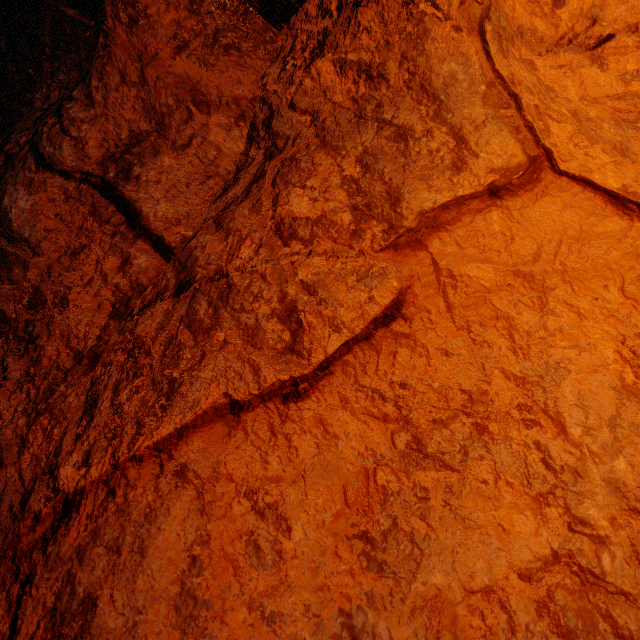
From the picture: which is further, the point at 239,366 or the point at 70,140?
the point at 70,140
